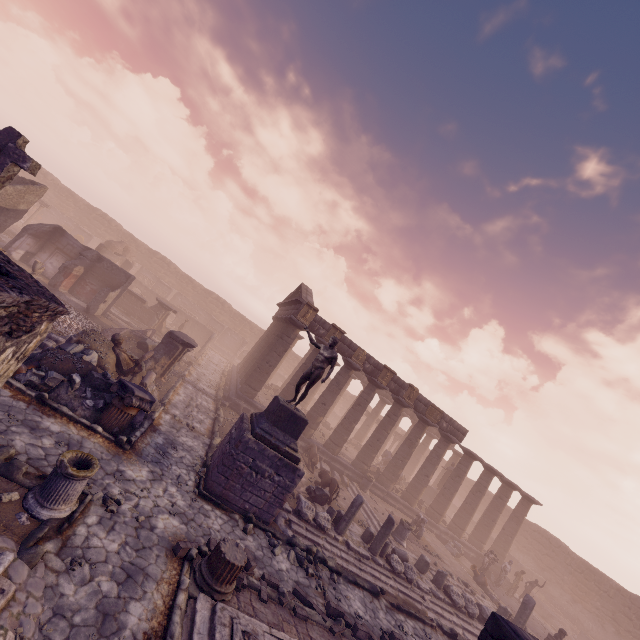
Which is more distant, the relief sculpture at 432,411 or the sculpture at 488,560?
the relief sculpture at 432,411

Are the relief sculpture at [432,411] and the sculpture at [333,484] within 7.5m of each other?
no

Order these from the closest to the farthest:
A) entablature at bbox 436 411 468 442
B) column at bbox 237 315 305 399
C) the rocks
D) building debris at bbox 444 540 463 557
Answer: the rocks, column at bbox 237 315 305 399, building debris at bbox 444 540 463 557, entablature at bbox 436 411 468 442

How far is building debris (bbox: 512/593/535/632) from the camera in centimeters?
1404cm

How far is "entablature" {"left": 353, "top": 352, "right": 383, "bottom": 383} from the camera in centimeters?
2056cm

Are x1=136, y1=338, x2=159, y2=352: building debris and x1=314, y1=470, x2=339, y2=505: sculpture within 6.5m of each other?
no

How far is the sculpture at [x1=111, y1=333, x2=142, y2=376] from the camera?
11.65m

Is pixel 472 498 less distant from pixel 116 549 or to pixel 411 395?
pixel 411 395
